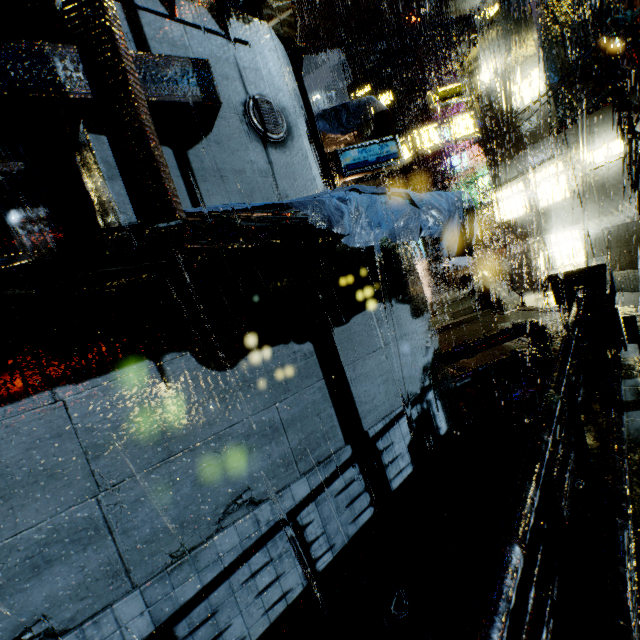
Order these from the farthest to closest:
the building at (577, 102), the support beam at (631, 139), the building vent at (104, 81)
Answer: the building at (577, 102) → the support beam at (631, 139) → the building vent at (104, 81)

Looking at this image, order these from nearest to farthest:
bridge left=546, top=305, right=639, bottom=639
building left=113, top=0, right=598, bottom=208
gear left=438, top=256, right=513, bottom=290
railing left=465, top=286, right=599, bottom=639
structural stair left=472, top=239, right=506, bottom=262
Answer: railing left=465, top=286, right=599, bottom=639 < bridge left=546, top=305, right=639, bottom=639 < building left=113, top=0, right=598, bottom=208 < gear left=438, top=256, right=513, bottom=290 < structural stair left=472, top=239, right=506, bottom=262

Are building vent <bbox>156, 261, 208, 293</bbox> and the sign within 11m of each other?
no

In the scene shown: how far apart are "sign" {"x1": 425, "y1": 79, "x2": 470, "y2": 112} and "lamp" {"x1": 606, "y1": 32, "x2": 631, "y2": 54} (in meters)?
10.20

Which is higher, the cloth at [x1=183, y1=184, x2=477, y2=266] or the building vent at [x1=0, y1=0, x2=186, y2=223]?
the building vent at [x1=0, y1=0, x2=186, y2=223]

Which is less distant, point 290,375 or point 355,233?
point 355,233

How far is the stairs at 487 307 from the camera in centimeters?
1681cm

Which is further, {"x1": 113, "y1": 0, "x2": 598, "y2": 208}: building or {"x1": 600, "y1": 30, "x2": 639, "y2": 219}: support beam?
{"x1": 600, "y1": 30, "x2": 639, "y2": 219}: support beam
